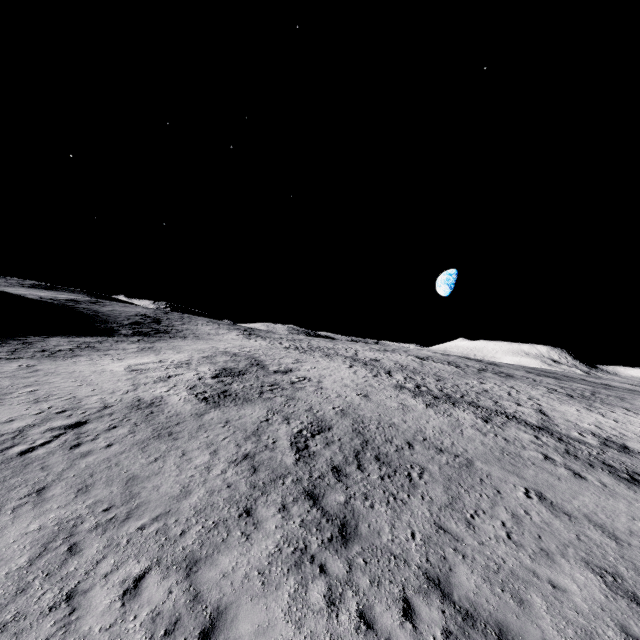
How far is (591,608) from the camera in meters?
7.5
